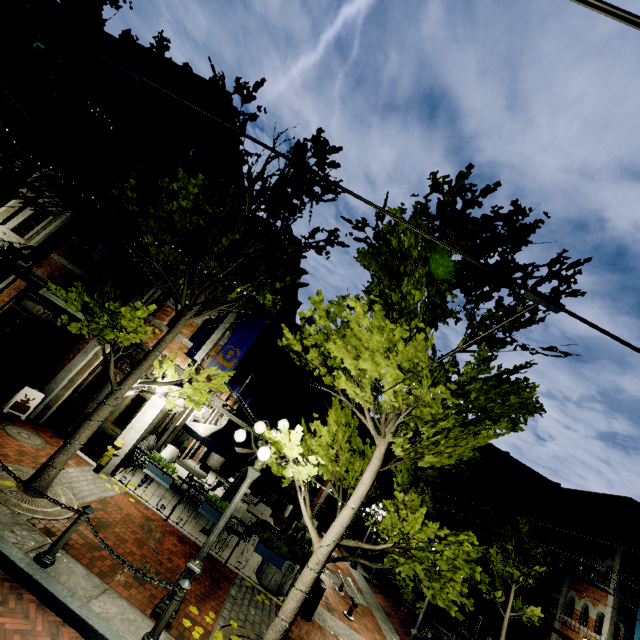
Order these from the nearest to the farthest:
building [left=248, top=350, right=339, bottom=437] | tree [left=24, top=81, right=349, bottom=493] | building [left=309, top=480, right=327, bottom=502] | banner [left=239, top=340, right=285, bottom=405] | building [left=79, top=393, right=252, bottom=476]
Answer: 1. tree [left=24, top=81, right=349, bottom=493]
2. building [left=79, top=393, right=252, bottom=476]
3. banner [left=239, top=340, right=285, bottom=405]
4. building [left=248, top=350, right=339, bottom=437]
5. building [left=309, top=480, right=327, bottom=502]

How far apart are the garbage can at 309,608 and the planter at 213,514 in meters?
2.7

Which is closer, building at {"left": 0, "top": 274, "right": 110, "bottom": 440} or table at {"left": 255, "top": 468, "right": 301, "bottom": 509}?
building at {"left": 0, "top": 274, "right": 110, "bottom": 440}

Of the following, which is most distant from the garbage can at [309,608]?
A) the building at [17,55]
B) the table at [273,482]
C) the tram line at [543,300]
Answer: the tram line at [543,300]

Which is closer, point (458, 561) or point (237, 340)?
point (458, 561)

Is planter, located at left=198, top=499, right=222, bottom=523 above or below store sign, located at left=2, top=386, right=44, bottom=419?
above

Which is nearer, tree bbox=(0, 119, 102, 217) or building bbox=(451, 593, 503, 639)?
tree bbox=(0, 119, 102, 217)

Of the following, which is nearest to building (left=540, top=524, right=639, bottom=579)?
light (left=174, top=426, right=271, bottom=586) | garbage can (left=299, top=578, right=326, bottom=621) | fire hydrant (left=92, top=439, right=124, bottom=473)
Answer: garbage can (left=299, top=578, right=326, bottom=621)
